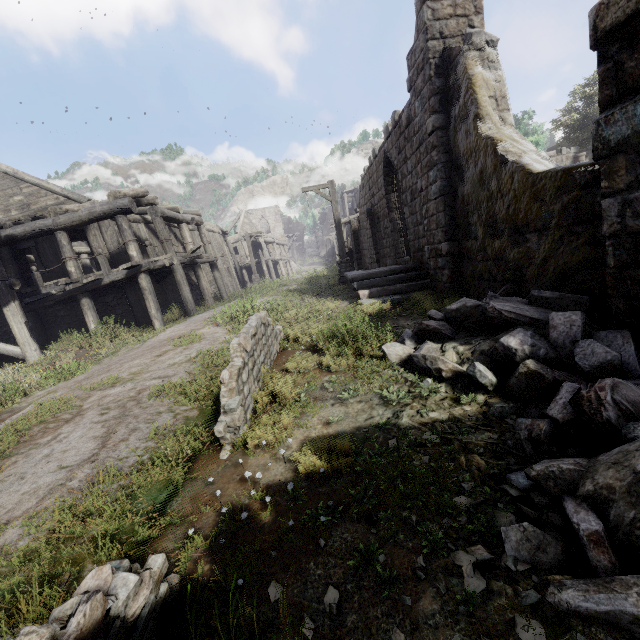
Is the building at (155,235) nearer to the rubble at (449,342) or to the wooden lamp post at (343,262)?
the rubble at (449,342)

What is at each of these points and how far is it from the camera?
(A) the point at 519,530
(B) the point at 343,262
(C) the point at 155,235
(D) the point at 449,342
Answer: (A) rubble, 2.1 meters
(B) wooden lamp post, 15.1 meters
(C) building, 17.1 meters
(D) rubble, 4.8 meters

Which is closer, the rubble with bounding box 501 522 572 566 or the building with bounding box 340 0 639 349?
the rubble with bounding box 501 522 572 566

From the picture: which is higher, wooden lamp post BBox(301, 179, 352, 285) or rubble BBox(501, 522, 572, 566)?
wooden lamp post BBox(301, 179, 352, 285)

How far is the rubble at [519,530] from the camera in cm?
199

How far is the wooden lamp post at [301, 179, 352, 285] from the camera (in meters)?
14.59

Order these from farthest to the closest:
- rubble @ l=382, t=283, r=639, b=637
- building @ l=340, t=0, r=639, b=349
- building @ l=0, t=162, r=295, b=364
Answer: building @ l=0, t=162, r=295, b=364, building @ l=340, t=0, r=639, b=349, rubble @ l=382, t=283, r=639, b=637

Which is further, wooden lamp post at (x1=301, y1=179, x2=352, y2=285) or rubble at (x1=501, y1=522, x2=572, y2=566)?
wooden lamp post at (x1=301, y1=179, x2=352, y2=285)
